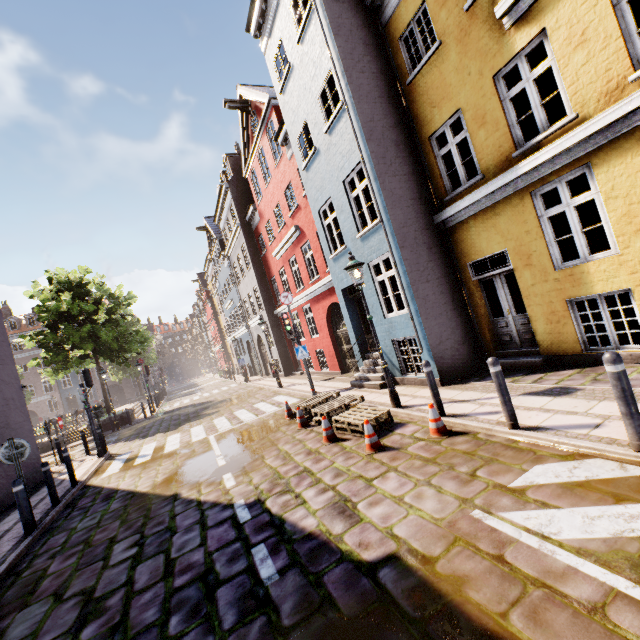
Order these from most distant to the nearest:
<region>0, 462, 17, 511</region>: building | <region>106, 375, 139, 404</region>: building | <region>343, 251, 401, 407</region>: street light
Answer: <region>106, 375, 139, 404</region>: building < <region>0, 462, 17, 511</region>: building < <region>343, 251, 401, 407</region>: street light

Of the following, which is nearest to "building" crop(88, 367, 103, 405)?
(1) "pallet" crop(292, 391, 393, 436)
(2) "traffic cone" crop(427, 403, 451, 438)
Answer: (1) "pallet" crop(292, 391, 393, 436)

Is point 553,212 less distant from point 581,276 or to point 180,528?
point 581,276

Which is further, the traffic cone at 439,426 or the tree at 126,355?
the tree at 126,355

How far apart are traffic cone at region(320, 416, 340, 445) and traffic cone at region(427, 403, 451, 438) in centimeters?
198cm

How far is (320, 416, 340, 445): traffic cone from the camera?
6.93m

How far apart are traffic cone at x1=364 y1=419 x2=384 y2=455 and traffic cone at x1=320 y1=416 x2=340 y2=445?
0.9m

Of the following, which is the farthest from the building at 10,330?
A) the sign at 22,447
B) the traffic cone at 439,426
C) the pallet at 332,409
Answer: the sign at 22,447
